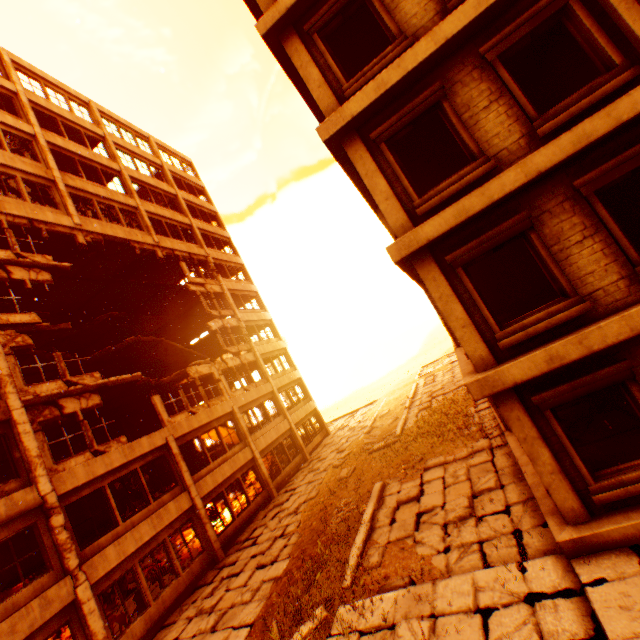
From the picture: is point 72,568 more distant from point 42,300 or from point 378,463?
point 42,300

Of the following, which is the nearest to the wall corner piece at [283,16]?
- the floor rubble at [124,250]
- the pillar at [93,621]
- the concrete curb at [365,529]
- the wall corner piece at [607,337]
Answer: the pillar at [93,621]

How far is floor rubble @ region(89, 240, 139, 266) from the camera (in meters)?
19.10

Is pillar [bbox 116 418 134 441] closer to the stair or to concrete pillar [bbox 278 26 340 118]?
the stair

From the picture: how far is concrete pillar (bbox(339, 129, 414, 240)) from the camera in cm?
677

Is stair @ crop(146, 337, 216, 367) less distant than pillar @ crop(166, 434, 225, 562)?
No

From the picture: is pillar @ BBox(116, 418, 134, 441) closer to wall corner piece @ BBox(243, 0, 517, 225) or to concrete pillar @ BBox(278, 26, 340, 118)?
wall corner piece @ BBox(243, 0, 517, 225)

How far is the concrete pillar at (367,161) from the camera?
6.77m
